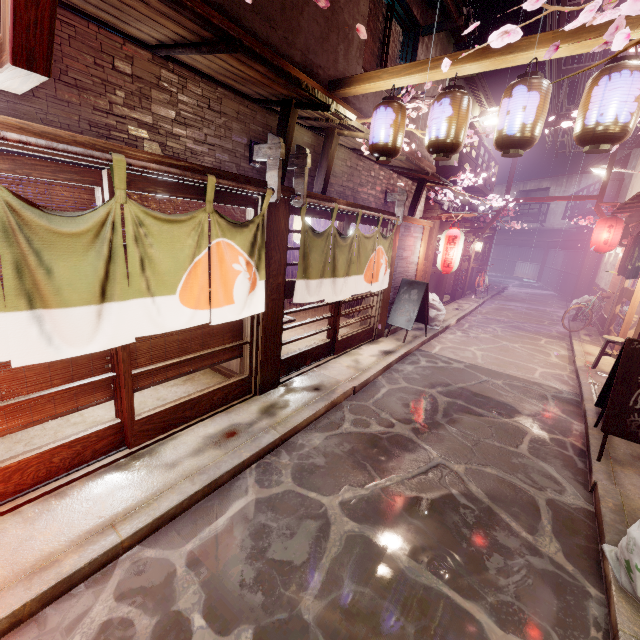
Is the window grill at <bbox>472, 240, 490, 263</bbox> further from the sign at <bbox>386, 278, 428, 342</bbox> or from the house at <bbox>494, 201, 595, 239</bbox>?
the house at <bbox>494, 201, 595, 239</bbox>

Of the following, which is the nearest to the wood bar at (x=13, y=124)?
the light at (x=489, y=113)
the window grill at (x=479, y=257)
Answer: the light at (x=489, y=113)

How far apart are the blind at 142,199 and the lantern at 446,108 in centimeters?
439cm

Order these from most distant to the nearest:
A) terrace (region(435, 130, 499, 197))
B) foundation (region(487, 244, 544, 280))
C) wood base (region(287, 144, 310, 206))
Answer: foundation (region(487, 244, 544, 280)), terrace (region(435, 130, 499, 197)), wood base (region(287, 144, 310, 206))

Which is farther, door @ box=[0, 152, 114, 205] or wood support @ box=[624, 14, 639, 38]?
wood support @ box=[624, 14, 639, 38]

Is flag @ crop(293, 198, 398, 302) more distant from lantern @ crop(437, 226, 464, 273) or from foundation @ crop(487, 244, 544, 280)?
lantern @ crop(437, 226, 464, 273)

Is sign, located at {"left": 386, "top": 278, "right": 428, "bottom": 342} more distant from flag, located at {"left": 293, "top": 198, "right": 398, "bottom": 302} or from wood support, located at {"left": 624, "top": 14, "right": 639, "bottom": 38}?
wood support, located at {"left": 624, "top": 14, "right": 639, "bottom": 38}

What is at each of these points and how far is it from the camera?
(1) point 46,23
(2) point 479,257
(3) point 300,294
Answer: (1) wire stand, 3.25m
(2) window grill, 30.09m
(3) flag, 8.84m
